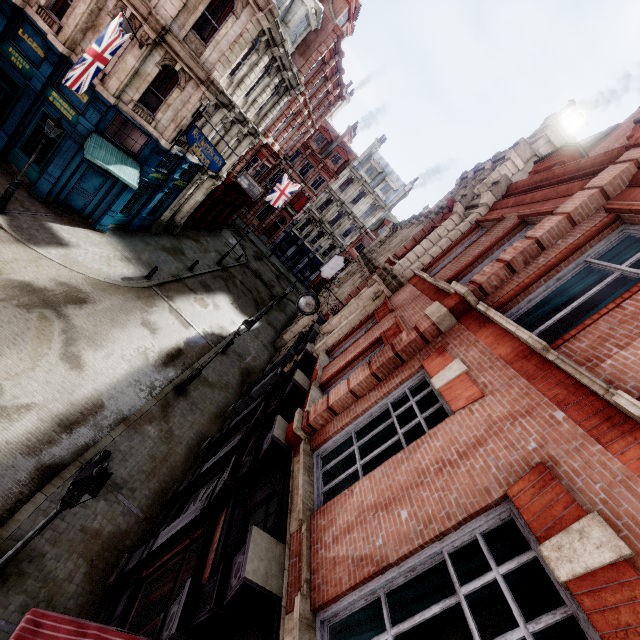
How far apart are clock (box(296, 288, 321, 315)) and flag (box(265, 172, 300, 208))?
19.30m

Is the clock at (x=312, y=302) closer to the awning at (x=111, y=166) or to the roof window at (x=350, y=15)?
the awning at (x=111, y=166)

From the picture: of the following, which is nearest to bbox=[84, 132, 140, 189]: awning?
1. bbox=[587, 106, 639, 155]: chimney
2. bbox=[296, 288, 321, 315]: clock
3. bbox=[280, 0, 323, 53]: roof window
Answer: bbox=[296, 288, 321, 315]: clock

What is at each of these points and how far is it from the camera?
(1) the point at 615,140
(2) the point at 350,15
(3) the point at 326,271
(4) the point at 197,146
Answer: (1) chimney, 13.19m
(2) roof window, 23.03m
(3) sign, 28.45m
(4) sign, 15.65m

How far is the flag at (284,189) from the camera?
30.3m

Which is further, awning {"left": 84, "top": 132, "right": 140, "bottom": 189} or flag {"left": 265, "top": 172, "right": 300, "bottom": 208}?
flag {"left": 265, "top": 172, "right": 300, "bottom": 208}

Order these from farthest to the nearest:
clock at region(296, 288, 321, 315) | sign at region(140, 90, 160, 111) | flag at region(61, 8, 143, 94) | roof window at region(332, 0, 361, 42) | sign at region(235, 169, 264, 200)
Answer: sign at region(235, 169, 264, 200) < roof window at region(332, 0, 361, 42) < sign at region(140, 90, 160, 111) < clock at region(296, 288, 321, 315) < flag at region(61, 8, 143, 94)

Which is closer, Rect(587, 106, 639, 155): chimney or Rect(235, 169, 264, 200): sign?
Rect(587, 106, 639, 155): chimney
